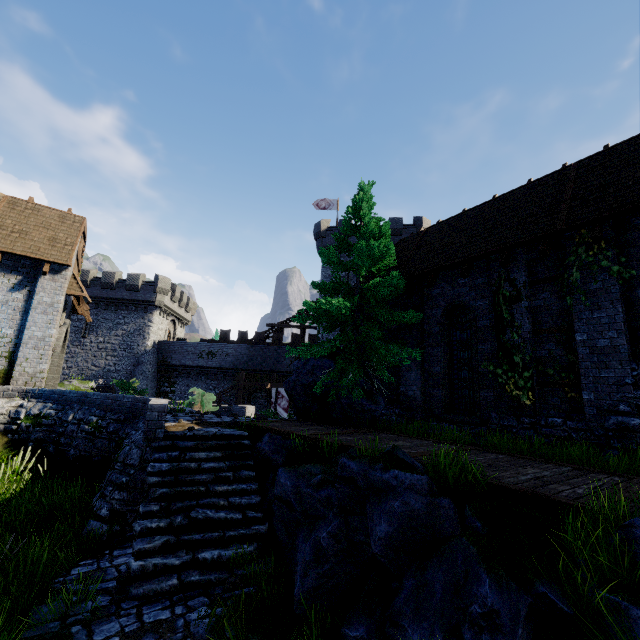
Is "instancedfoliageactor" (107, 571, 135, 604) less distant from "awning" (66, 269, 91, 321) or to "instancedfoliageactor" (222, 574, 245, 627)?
"instancedfoliageactor" (222, 574, 245, 627)

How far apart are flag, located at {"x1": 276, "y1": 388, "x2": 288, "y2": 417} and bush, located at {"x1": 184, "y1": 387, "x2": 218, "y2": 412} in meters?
9.2 m

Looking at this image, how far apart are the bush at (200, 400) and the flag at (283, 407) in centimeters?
918cm

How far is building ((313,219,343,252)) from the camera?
33.03m

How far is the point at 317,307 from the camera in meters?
11.0 m

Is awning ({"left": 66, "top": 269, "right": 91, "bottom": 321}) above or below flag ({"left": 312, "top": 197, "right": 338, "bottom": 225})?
below

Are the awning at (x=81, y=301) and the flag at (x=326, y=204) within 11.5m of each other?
no

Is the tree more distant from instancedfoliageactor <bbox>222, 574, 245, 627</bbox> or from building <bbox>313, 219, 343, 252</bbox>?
building <bbox>313, 219, 343, 252</bbox>
